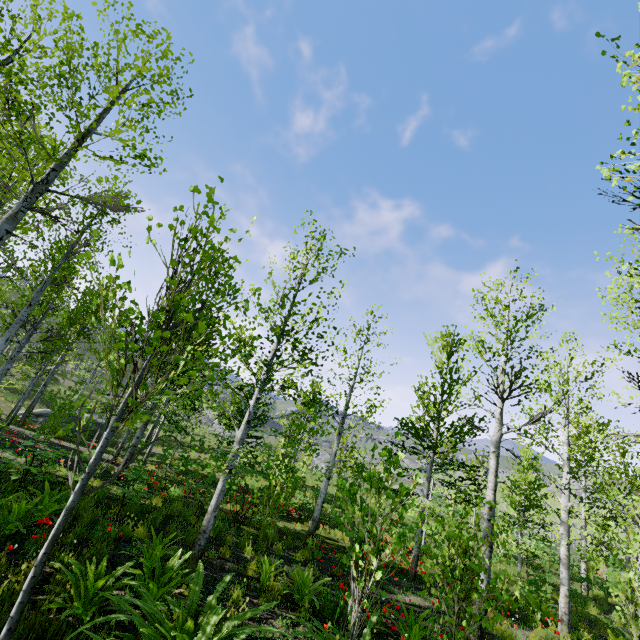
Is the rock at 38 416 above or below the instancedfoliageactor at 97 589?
below

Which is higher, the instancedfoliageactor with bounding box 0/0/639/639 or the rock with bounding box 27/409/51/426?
the instancedfoliageactor with bounding box 0/0/639/639

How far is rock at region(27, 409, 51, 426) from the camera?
20.34m

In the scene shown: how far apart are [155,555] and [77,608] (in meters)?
2.08

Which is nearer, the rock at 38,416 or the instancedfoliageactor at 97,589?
the instancedfoliageactor at 97,589

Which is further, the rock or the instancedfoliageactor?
the rock
